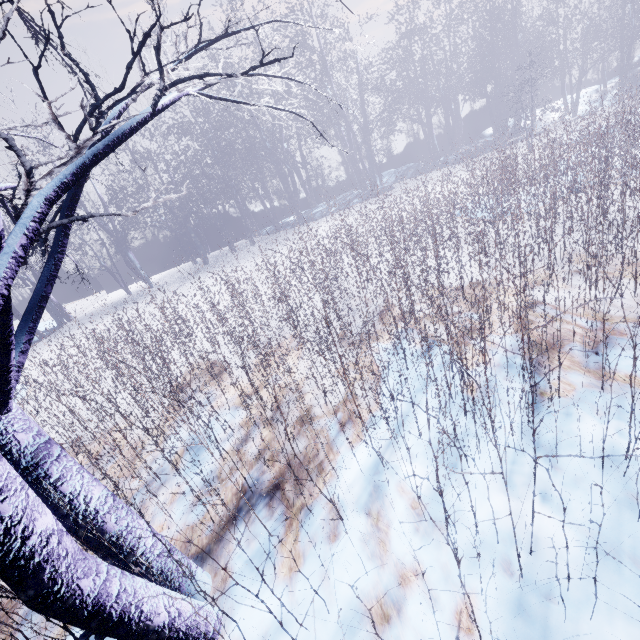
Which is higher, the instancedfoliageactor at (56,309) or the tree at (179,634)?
the instancedfoliageactor at (56,309)

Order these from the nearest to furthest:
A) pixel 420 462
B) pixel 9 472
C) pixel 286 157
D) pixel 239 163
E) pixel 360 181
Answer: pixel 9 472 < pixel 420 462 < pixel 286 157 < pixel 239 163 < pixel 360 181

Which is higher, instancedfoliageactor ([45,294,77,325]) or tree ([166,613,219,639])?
instancedfoliageactor ([45,294,77,325])

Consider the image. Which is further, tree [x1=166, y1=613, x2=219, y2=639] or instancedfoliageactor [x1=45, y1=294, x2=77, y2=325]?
instancedfoliageactor [x1=45, y1=294, x2=77, y2=325]

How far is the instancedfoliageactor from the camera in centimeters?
590cm

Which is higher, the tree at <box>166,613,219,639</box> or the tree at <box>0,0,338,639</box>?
the tree at <box>0,0,338,639</box>

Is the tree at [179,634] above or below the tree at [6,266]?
below
